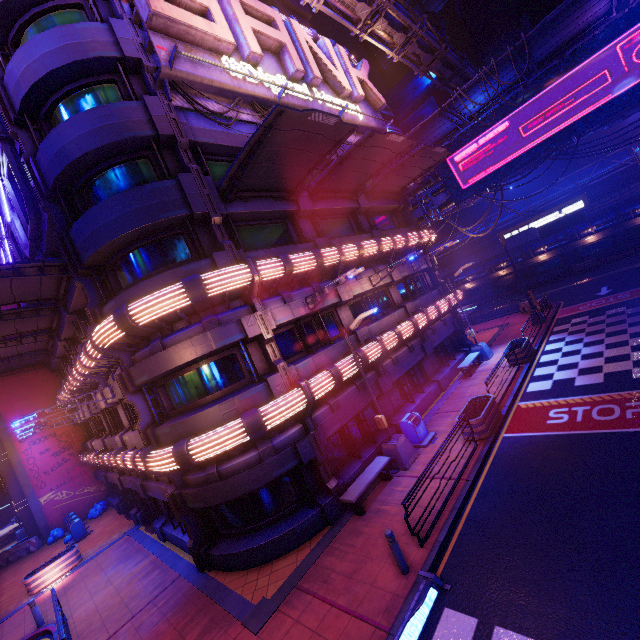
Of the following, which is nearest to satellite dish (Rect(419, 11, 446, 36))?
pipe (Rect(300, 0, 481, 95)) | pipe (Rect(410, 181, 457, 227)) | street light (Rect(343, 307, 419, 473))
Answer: pipe (Rect(300, 0, 481, 95))

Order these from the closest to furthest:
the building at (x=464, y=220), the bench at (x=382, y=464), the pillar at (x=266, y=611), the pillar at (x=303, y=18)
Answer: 1. the pillar at (x=266, y=611)
2. the bench at (x=382, y=464)
3. the pillar at (x=303, y=18)
4. the building at (x=464, y=220)

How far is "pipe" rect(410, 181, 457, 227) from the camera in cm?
2647

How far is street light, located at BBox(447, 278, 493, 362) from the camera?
20.5 meters

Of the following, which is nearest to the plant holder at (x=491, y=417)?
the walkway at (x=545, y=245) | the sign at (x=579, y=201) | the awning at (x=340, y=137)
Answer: the awning at (x=340, y=137)

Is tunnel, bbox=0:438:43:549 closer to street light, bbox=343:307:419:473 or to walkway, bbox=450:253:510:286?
street light, bbox=343:307:419:473

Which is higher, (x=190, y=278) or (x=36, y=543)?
(x=190, y=278)

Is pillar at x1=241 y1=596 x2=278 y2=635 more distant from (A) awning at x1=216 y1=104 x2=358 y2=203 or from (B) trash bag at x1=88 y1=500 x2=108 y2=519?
(B) trash bag at x1=88 y1=500 x2=108 y2=519
